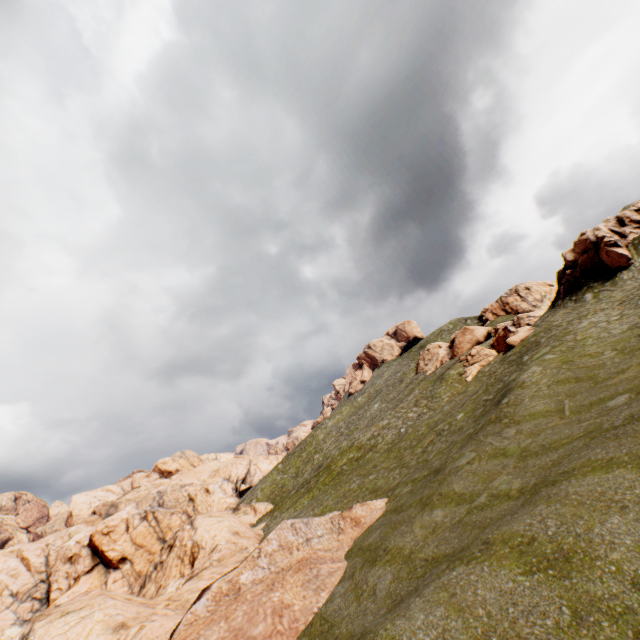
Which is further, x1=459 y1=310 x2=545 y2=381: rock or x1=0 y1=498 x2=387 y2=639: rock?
x1=459 y1=310 x2=545 y2=381: rock

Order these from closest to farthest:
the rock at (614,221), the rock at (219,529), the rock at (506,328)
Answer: the rock at (219,529) < the rock at (614,221) < the rock at (506,328)

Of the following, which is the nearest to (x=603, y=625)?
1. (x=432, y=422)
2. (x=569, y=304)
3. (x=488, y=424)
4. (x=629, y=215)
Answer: (x=488, y=424)

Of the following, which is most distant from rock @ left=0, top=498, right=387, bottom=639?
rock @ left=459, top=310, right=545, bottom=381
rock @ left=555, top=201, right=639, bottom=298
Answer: rock @ left=459, top=310, right=545, bottom=381

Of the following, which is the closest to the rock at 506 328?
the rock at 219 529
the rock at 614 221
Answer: the rock at 614 221

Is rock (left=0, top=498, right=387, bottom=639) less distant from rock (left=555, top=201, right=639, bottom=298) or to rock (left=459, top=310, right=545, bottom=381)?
rock (left=555, top=201, right=639, bottom=298)

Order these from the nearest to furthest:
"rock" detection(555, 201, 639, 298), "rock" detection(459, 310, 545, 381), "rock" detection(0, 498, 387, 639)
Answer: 1. "rock" detection(0, 498, 387, 639)
2. "rock" detection(555, 201, 639, 298)
3. "rock" detection(459, 310, 545, 381)
